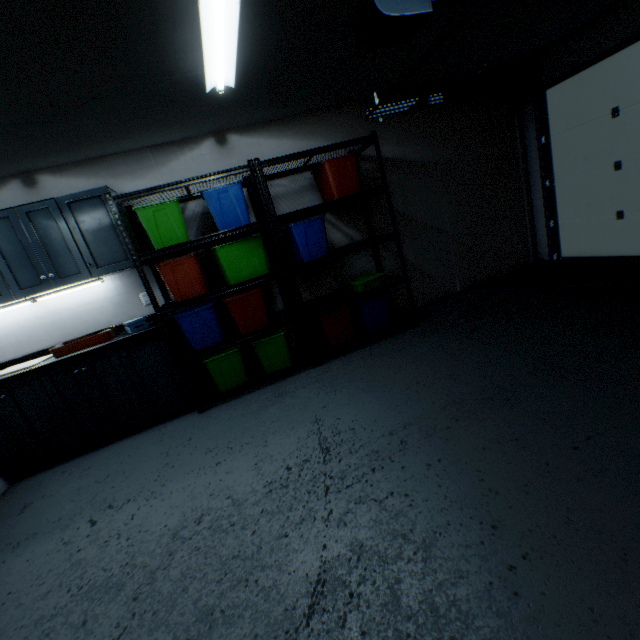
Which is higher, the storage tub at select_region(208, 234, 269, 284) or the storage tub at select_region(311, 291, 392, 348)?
the storage tub at select_region(208, 234, 269, 284)

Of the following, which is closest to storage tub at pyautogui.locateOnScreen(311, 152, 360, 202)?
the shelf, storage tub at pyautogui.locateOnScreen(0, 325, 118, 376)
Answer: the shelf

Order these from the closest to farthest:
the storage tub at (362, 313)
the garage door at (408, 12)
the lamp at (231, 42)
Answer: the lamp at (231, 42) → the garage door at (408, 12) → the storage tub at (362, 313)

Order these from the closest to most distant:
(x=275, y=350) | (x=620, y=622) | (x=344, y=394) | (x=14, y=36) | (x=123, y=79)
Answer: (x=620, y=622)
(x=14, y=36)
(x=123, y=79)
(x=344, y=394)
(x=275, y=350)

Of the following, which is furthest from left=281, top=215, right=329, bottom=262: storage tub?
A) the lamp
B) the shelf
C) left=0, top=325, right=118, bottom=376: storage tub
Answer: left=0, top=325, right=118, bottom=376: storage tub

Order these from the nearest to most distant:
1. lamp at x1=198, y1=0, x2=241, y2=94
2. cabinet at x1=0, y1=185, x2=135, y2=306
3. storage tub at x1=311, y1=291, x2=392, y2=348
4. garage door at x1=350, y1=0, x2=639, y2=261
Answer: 1. lamp at x1=198, y1=0, x2=241, y2=94
2. garage door at x1=350, y1=0, x2=639, y2=261
3. cabinet at x1=0, y1=185, x2=135, y2=306
4. storage tub at x1=311, y1=291, x2=392, y2=348

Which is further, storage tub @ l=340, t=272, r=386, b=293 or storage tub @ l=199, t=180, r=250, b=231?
storage tub @ l=340, t=272, r=386, b=293

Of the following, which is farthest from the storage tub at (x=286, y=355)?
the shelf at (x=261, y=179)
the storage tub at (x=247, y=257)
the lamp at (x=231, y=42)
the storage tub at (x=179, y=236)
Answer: the lamp at (x=231, y=42)
